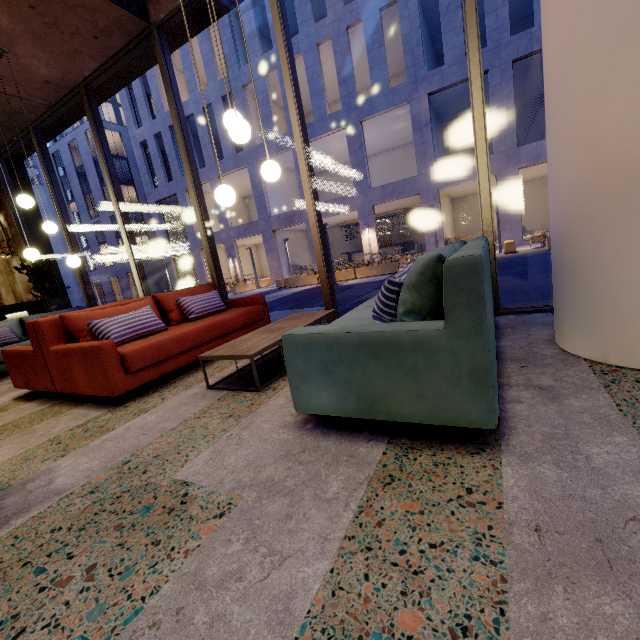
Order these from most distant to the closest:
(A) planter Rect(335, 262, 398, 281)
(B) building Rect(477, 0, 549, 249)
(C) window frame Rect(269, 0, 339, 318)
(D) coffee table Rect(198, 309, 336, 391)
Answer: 1. (B) building Rect(477, 0, 549, 249)
2. (A) planter Rect(335, 262, 398, 281)
3. (C) window frame Rect(269, 0, 339, 318)
4. (D) coffee table Rect(198, 309, 336, 391)

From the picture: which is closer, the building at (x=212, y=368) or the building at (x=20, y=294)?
the building at (x=212, y=368)

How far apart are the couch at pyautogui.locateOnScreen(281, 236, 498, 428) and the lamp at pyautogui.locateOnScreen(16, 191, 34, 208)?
4.7 meters

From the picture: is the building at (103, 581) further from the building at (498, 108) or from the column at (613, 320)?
the building at (498, 108)

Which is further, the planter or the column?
the planter

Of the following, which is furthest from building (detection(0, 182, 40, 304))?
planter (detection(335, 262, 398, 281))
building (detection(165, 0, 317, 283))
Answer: building (detection(165, 0, 317, 283))

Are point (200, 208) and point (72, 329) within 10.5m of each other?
yes

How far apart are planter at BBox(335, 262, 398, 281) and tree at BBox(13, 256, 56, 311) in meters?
11.4
